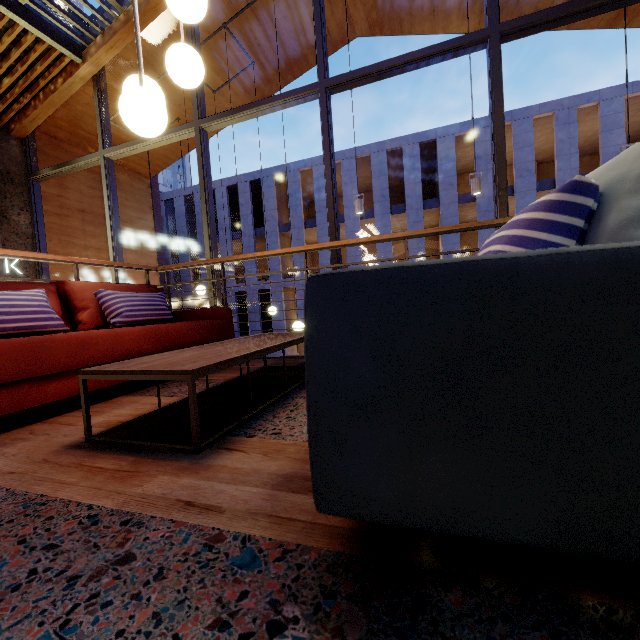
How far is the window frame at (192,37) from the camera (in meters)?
4.76

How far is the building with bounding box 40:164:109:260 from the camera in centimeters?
651cm

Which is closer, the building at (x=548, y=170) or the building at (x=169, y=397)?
the building at (x=169, y=397)

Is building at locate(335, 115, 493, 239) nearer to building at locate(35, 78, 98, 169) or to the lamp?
building at locate(35, 78, 98, 169)

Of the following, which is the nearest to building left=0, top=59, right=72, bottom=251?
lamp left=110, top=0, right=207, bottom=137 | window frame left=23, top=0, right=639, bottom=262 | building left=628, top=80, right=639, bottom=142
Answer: window frame left=23, top=0, right=639, bottom=262

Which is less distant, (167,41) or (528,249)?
(528,249)

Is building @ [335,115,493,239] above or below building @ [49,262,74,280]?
above

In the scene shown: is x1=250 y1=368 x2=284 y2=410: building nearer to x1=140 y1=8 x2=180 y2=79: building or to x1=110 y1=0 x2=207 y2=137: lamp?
x1=140 y1=8 x2=180 y2=79: building
